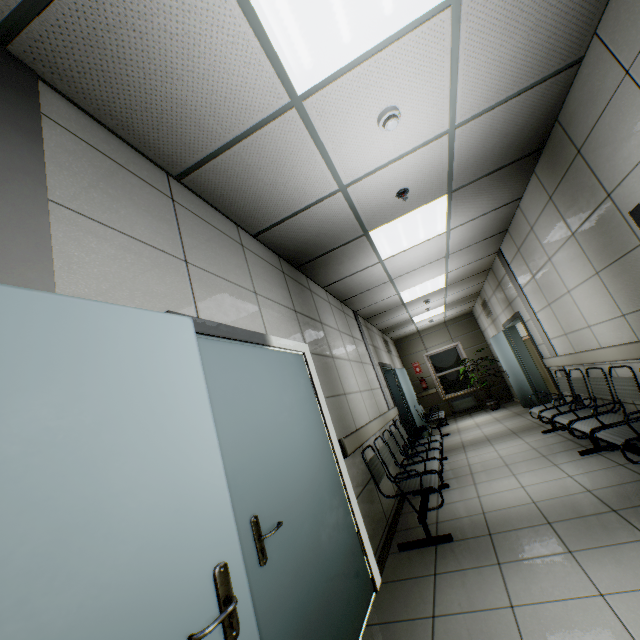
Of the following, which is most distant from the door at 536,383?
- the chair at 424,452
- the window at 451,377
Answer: the window at 451,377

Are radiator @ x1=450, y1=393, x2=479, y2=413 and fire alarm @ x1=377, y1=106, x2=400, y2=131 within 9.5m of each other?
no

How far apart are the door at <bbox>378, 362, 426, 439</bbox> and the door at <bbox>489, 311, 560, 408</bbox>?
2.61m

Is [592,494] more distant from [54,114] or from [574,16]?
[54,114]

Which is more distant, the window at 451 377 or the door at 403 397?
the window at 451 377

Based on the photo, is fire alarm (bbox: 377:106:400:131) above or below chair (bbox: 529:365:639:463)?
above

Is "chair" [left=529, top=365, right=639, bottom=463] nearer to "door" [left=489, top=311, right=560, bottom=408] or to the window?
"door" [left=489, top=311, right=560, bottom=408]

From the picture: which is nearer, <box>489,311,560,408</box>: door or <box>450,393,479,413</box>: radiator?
<box>489,311,560,408</box>: door
